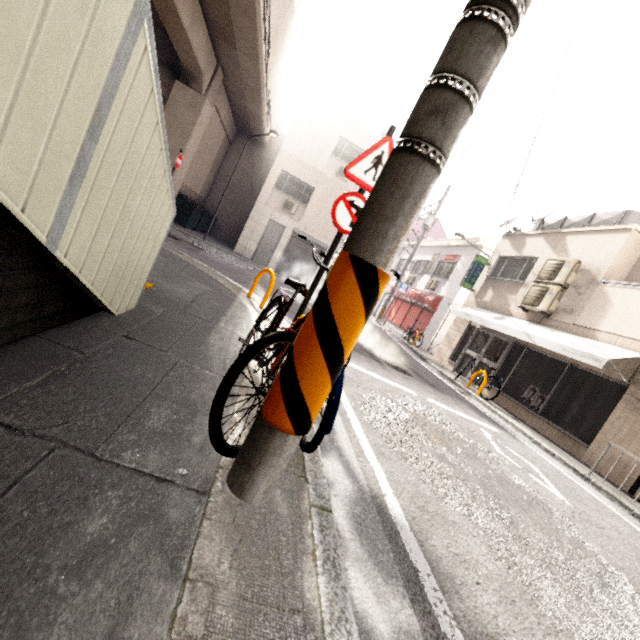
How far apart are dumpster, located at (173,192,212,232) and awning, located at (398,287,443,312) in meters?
12.9

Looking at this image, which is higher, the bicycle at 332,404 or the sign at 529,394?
the sign at 529,394

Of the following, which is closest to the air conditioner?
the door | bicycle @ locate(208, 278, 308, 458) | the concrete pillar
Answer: bicycle @ locate(208, 278, 308, 458)

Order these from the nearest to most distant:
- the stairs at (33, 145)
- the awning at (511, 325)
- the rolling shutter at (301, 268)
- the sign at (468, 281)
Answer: the stairs at (33, 145), the awning at (511, 325), the sign at (468, 281), the rolling shutter at (301, 268)

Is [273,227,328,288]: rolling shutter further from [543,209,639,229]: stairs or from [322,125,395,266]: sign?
[322,125,395,266]: sign

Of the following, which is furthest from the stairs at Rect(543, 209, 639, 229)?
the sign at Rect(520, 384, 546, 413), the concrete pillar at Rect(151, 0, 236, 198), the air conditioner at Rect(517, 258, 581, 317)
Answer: the concrete pillar at Rect(151, 0, 236, 198)

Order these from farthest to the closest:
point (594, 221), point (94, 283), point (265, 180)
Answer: point (265, 180), point (594, 221), point (94, 283)

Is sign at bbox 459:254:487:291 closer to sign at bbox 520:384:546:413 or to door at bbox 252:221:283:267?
sign at bbox 520:384:546:413
